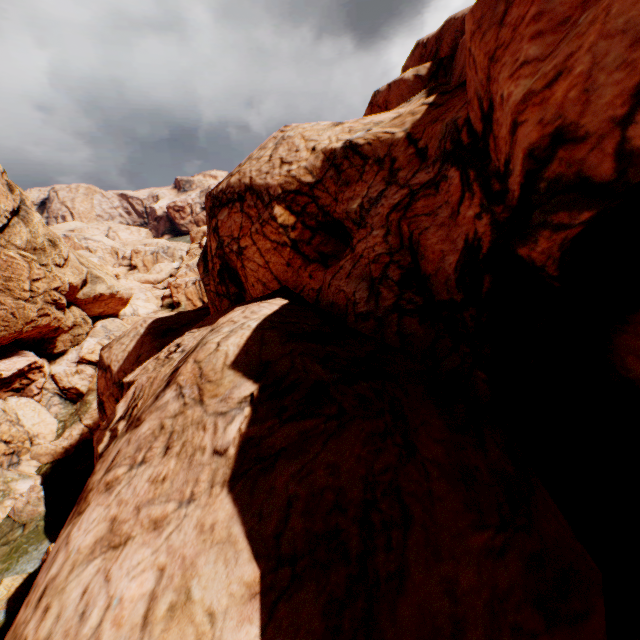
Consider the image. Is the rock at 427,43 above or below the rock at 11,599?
above

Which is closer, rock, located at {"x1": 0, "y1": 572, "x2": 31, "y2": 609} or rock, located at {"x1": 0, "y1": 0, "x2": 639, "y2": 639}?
rock, located at {"x1": 0, "y1": 0, "x2": 639, "y2": 639}

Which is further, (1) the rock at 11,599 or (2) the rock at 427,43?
(1) the rock at 11,599

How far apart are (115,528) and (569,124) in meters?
9.8

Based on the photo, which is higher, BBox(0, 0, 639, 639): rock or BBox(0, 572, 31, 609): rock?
BBox(0, 0, 639, 639): rock
